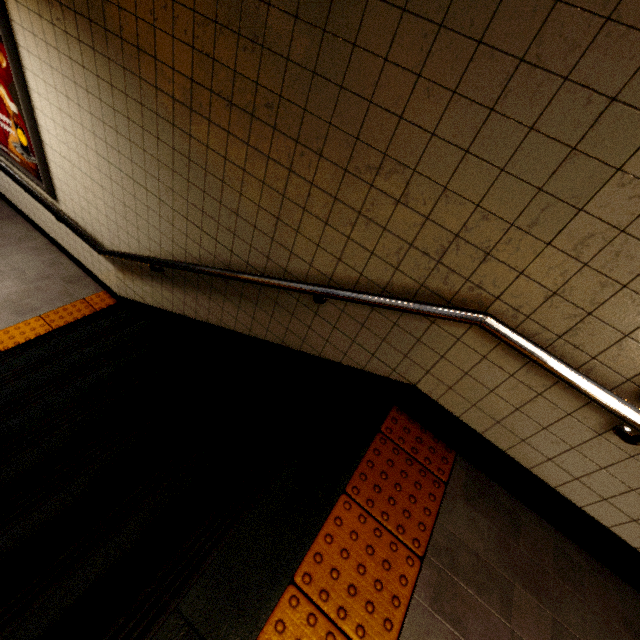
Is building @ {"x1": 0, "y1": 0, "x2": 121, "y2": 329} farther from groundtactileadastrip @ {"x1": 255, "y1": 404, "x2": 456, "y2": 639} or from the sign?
groundtactileadastrip @ {"x1": 255, "y1": 404, "x2": 456, "y2": 639}

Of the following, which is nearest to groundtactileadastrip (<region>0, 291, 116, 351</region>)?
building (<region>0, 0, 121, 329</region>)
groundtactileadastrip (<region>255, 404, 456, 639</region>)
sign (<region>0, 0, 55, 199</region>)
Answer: building (<region>0, 0, 121, 329</region>)

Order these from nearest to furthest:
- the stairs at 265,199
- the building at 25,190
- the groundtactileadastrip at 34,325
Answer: the stairs at 265,199 < the building at 25,190 < the groundtactileadastrip at 34,325

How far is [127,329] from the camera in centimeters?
324cm

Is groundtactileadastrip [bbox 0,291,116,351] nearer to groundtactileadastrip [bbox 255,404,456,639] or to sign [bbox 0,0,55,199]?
sign [bbox 0,0,55,199]

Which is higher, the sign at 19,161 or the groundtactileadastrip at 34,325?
the sign at 19,161

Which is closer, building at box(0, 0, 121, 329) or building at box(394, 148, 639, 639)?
building at box(394, 148, 639, 639)

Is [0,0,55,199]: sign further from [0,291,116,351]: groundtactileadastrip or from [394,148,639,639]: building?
[394,148,639,639]: building
